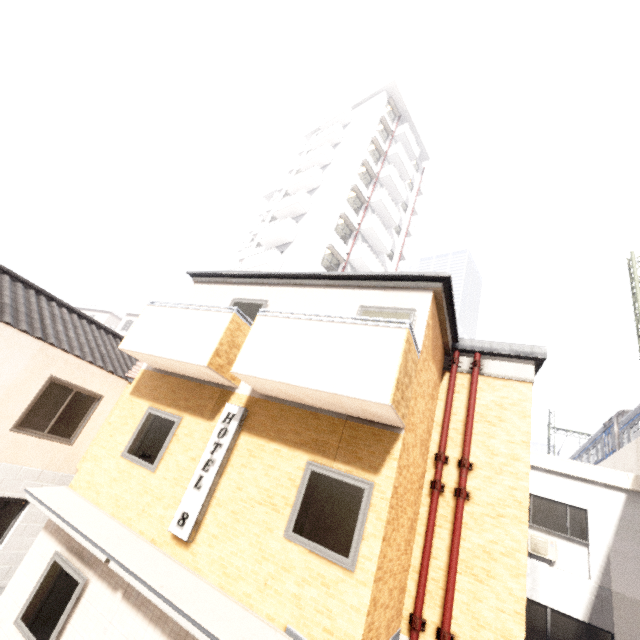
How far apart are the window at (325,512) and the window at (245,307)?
3.28m

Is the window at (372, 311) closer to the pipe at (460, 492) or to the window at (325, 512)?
the window at (325, 512)

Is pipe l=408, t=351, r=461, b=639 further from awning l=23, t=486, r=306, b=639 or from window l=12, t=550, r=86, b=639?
window l=12, t=550, r=86, b=639

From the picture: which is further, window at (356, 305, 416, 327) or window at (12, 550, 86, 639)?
window at (356, 305, 416, 327)

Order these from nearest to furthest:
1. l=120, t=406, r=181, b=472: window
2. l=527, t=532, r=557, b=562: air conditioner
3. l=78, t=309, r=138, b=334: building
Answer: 1. l=120, t=406, r=181, b=472: window
2. l=527, t=532, r=557, b=562: air conditioner
3. l=78, t=309, r=138, b=334: building

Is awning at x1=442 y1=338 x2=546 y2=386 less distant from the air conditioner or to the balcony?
the balcony

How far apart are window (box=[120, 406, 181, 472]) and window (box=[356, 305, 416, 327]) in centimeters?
397cm

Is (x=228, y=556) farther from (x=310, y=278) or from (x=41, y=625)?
(x=310, y=278)
